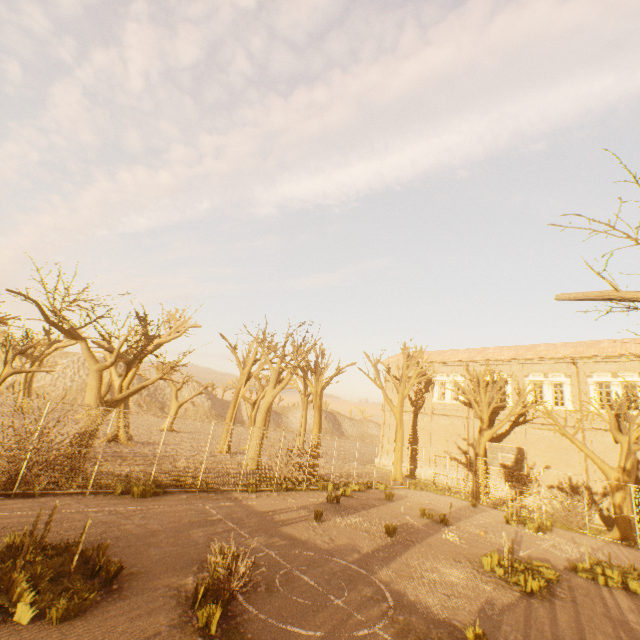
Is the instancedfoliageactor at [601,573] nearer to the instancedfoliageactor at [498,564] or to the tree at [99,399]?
the instancedfoliageactor at [498,564]

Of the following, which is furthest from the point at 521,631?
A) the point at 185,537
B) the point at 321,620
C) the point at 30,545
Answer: the point at 30,545

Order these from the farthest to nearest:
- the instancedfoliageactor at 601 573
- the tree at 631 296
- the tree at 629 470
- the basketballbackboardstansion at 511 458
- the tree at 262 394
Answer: the tree at 262 394
the tree at 629 470
the basketballbackboardstansion at 511 458
the instancedfoliageactor at 601 573
the tree at 631 296

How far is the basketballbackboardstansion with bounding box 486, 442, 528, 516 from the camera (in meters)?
15.71

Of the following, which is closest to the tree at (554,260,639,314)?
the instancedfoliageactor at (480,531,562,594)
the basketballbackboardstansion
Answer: the basketballbackboardstansion

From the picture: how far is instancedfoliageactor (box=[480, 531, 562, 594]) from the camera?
9.0 meters

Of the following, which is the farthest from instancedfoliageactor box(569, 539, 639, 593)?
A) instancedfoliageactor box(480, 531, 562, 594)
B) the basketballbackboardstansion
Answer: the basketballbackboardstansion

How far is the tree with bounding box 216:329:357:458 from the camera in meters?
22.1
